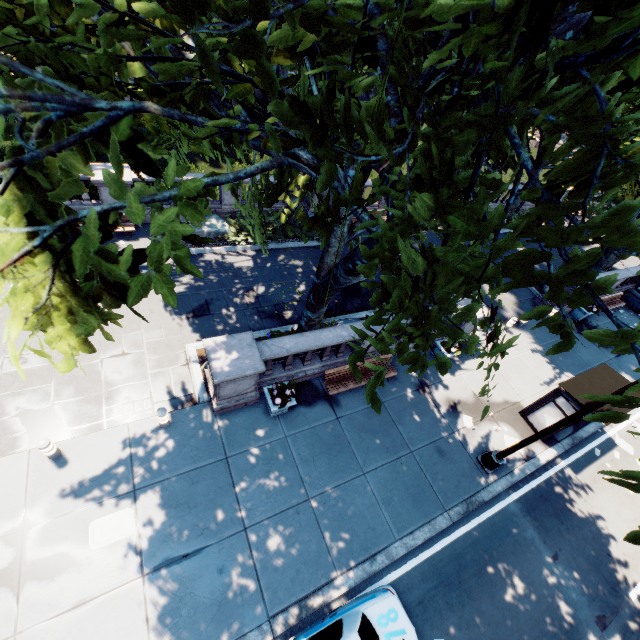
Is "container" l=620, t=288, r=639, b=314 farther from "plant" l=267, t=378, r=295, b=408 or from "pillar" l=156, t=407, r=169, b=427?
"pillar" l=156, t=407, r=169, b=427

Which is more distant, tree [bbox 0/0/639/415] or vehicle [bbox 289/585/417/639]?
vehicle [bbox 289/585/417/639]

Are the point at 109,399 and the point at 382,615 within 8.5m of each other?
no

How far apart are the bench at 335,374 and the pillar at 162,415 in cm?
493

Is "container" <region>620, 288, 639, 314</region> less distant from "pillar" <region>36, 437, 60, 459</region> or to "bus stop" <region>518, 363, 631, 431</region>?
"bus stop" <region>518, 363, 631, 431</region>

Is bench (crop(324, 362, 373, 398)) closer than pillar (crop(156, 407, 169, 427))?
No

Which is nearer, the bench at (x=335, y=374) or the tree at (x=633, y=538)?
the tree at (x=633, y=538)

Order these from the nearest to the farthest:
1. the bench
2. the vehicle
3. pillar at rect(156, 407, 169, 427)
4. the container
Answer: the vehicle
pillar at rect(156, 407, 169, 427)
the bench
the container
